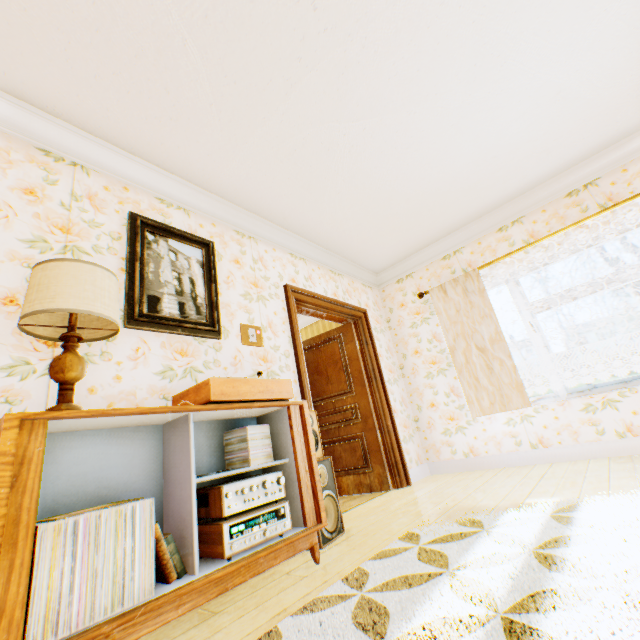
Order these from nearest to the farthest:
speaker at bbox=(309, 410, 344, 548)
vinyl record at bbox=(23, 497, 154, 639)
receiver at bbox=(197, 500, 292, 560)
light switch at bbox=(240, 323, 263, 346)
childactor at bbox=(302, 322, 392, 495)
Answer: vinyl record at bbox=(23, 497, 154, 639), receiver at bbox=(197, 500, 292, 560), speaker at bbox=(309, 410, 344, 548), light switch at bbox=(240, 323, 263, 346), childactor at bbox=(302, 322, 392, 495)

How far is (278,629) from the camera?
1.3 meters

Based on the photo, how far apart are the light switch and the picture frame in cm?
24

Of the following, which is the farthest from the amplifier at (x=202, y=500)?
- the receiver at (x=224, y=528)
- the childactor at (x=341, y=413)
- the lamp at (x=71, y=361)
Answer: the childactor at (x=341, y=413)

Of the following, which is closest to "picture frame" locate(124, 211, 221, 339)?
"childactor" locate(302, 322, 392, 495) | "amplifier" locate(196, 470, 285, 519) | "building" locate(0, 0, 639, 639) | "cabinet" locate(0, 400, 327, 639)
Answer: "building" locate(0, 0, 639, 639)

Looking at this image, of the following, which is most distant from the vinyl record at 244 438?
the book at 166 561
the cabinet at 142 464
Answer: the book at 166 561

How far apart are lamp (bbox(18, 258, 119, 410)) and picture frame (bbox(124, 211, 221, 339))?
0.3 meters

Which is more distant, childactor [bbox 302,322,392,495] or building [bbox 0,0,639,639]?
childactor [bbox 302,322,392,495]
